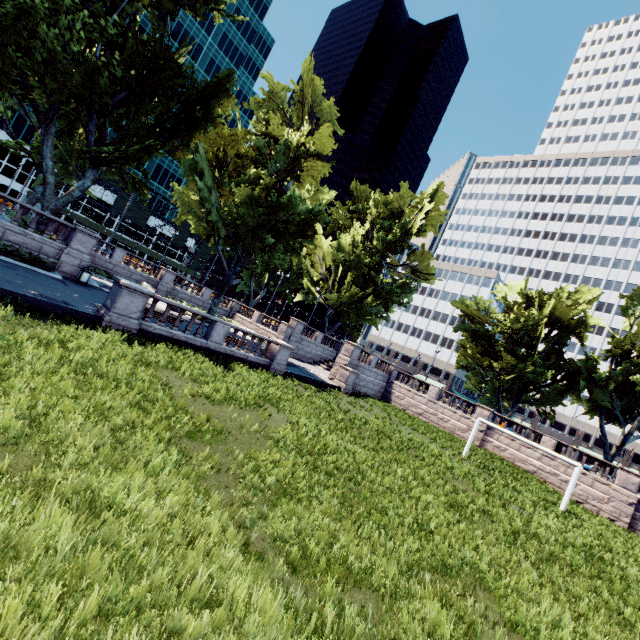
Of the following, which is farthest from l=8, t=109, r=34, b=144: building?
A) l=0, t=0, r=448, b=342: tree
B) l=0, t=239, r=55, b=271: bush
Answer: l=0, t=239, r=55, b=271: bush

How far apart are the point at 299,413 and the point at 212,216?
16.1m

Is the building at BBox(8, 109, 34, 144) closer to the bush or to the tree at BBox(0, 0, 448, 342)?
the tree at BBox(0, 0, 448, 342)

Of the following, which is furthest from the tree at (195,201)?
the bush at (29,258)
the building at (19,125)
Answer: the building at (19,125)

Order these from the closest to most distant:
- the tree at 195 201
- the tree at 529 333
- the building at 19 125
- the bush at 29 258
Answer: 1. the bush at 29 258
2. the tree at 195 201
3. the tree at 529 333
4. the building at 19 125

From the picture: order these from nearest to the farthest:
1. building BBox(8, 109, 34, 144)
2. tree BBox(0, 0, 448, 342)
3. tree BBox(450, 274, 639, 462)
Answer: tree BBox(0, 0, 448, 342) < tree BBox(450, 274, 639, 462) < building BBox(8, 109, 34, 144)
